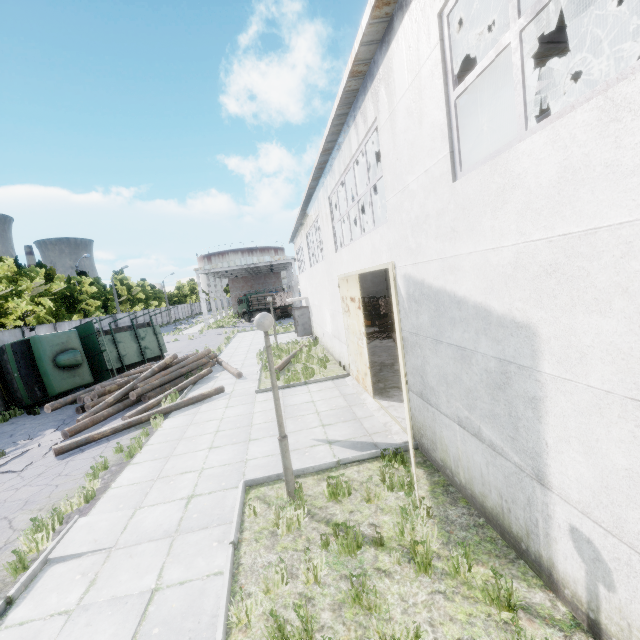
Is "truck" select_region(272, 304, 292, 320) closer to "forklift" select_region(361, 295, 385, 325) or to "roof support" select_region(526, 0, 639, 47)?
"forklift" select_region(361, 295, 385, 325)

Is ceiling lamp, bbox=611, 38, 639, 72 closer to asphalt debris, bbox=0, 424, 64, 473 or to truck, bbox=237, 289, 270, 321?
asphalt debris, bbox=0, 424, 64, 473

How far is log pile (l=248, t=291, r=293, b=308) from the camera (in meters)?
40.56

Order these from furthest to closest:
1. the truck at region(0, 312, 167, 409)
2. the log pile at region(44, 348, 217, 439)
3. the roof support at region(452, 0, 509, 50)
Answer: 1. the truck at region(0, 312, 167, 409)
2. the log pile at region(44, 348, 217, 439)
3. the roof support at region(452, 0, 509, 50)

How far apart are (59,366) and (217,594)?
14.7 meters

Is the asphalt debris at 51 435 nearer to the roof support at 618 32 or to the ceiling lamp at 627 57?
the roof support at 618 32

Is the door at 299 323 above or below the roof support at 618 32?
below

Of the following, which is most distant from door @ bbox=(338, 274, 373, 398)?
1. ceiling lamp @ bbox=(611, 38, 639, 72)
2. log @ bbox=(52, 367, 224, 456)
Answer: ceiling lamp @ bbox=(611, 38, 639, 72)
